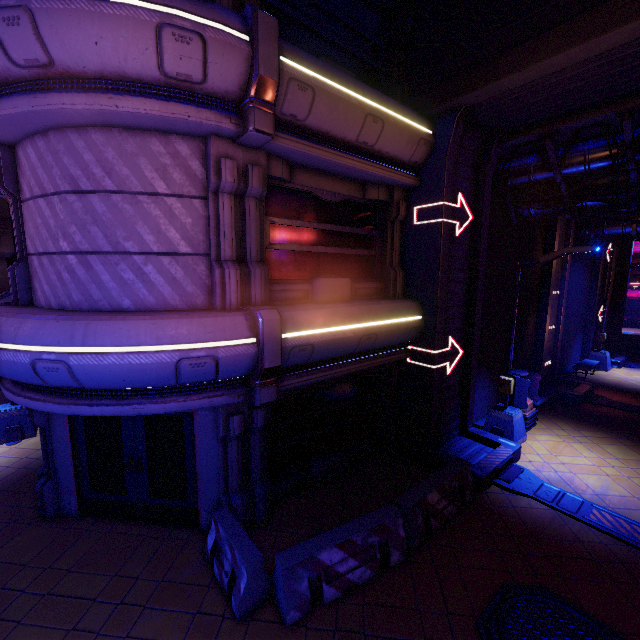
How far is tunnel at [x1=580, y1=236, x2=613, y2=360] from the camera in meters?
19.0

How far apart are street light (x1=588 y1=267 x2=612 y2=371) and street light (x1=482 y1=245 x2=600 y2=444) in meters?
12.3

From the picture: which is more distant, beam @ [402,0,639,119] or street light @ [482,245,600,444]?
street light @ [482,245,600,444]

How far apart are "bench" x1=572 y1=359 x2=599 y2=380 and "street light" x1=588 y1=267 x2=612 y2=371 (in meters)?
1.60

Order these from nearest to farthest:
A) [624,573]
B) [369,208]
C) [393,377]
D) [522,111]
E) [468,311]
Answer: [624,573]
[522,111]
[369,208]
[393,377]
[468,311]

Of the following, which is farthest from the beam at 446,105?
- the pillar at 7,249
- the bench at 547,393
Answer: the pillar at 7,249

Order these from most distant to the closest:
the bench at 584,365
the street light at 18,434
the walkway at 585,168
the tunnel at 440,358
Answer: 1. the bench at 584,365
2. the street light at 18,434
3. the tunnel at 440,358
4. the walkway at 585,168

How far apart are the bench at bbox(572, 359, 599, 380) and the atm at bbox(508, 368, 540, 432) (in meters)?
7.17
